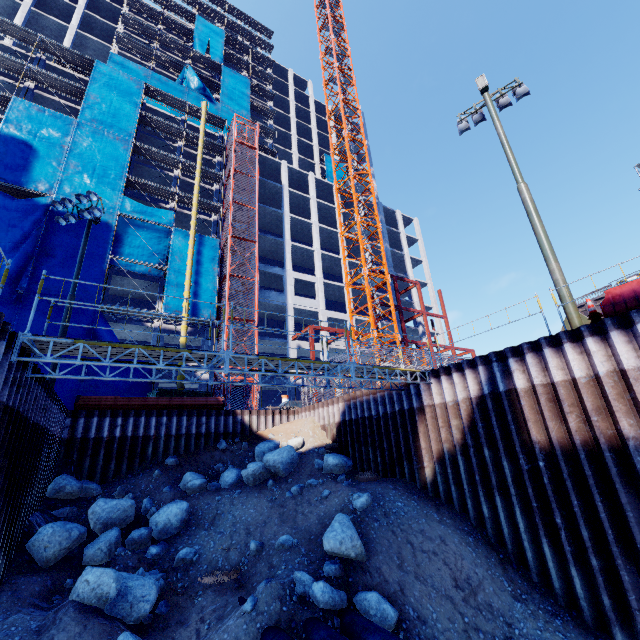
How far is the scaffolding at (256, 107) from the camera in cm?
4556

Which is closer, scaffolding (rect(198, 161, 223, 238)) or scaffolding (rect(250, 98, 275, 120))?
scaffolding (rect(198, 161, 223, 238))

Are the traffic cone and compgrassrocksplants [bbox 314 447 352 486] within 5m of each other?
no

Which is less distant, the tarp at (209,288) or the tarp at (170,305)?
the tarp at (170,305)

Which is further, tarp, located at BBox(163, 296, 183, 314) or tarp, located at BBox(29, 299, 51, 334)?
tarp, located at BBox(163, 296, 183, 314)

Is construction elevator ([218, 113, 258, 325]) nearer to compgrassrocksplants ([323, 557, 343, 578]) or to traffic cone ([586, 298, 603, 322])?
compgrassrocksplants ([323, 557, 343, 578])

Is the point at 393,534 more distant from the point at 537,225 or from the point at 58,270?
the point at 58,270

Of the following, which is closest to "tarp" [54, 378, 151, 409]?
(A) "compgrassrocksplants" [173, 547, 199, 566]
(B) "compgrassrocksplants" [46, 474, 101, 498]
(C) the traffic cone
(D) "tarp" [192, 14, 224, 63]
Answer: (D) "tarp" [192, 14, 224, 63]
